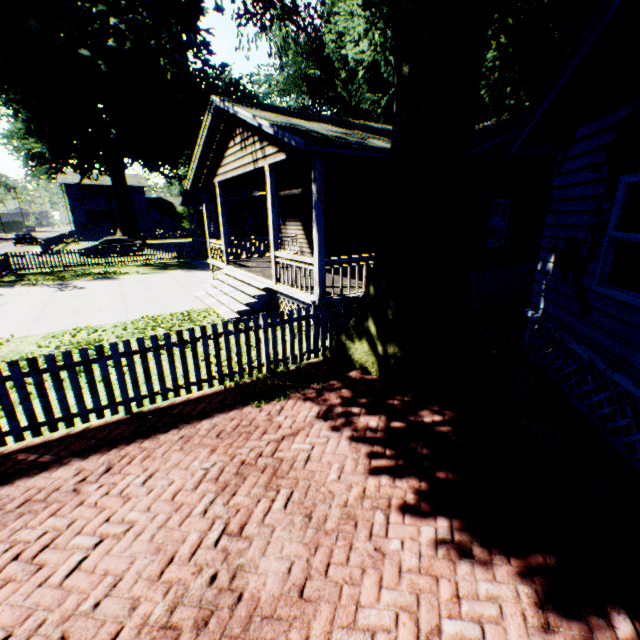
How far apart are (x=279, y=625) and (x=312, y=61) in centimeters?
5627cm

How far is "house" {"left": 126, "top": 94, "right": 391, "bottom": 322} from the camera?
7.8 meters

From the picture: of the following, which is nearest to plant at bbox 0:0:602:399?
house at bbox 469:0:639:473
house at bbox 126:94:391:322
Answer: house at bbox 126:94:391:322

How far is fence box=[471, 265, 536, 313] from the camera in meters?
10.0 m

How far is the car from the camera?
39.56m

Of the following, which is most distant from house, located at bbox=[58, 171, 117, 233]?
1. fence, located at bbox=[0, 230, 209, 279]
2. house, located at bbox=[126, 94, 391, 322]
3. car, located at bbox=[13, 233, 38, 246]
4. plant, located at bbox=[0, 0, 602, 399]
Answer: house, located at bbox=[126, 94, 391, 322]

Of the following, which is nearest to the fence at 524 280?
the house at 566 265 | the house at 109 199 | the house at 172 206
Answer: the house at 172 206

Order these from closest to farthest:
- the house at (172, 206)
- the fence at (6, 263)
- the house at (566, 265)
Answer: the house at (566, 265) → the house at (172, 206) → the fence at (6, 263)
